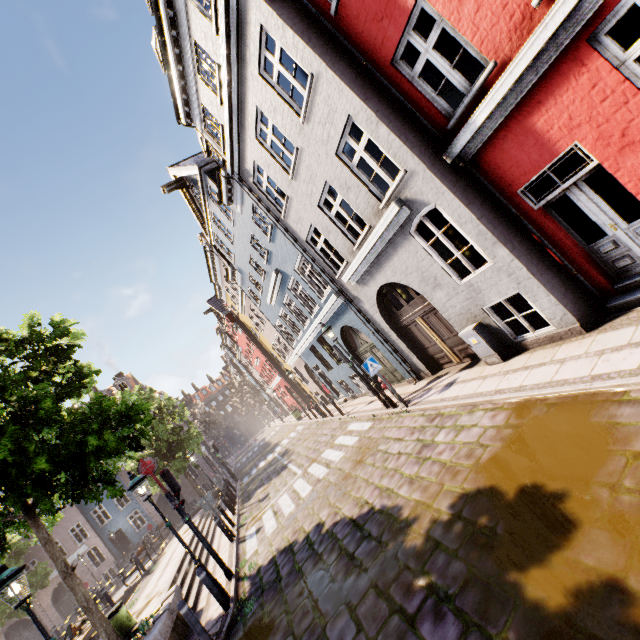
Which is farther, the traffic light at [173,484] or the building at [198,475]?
the building at [198,475]

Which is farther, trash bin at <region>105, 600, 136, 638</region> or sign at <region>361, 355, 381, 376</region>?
sign at <region>361, 355, 381, 376</region>

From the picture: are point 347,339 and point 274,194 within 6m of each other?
no

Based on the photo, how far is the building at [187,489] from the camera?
32.88m

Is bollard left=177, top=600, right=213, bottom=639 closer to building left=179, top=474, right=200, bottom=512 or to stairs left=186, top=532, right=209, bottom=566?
stairs left=186, top=532, right=209, bottom=566

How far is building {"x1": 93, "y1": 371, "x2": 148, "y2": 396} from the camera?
34.83m

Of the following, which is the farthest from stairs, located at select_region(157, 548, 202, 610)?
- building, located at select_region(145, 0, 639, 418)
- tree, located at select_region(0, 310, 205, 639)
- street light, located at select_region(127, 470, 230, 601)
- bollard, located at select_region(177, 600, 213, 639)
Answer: building, located at select_region(145, 0, 639, 418)

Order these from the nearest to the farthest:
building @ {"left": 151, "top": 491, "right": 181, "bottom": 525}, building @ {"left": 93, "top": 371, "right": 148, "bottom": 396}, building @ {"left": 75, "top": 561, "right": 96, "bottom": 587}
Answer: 1. building @ {"left": 75, "top": 561, "right": 96, "bottom": 587}
2. building @ {"left": 151, "top": 491, "right": 181, "bottom": 525}
3. building @ {"left": 93, "top": 371, "right": 148, "bottom": 396}
